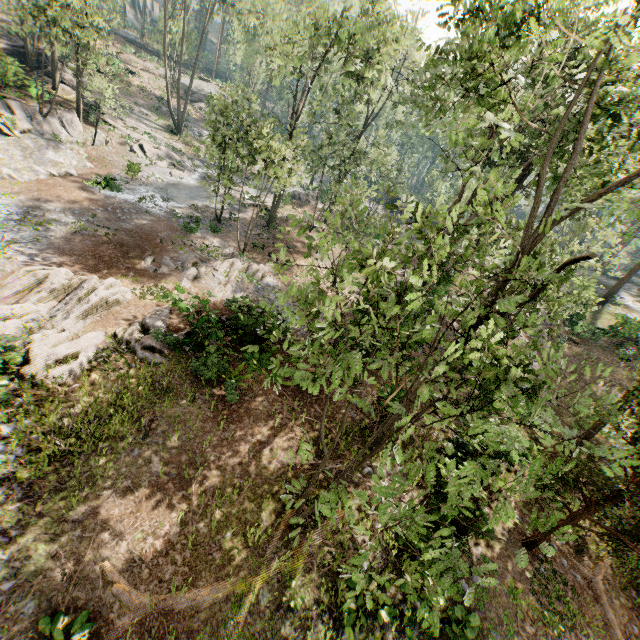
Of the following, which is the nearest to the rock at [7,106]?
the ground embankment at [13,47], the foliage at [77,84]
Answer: the foliage at [77,84]

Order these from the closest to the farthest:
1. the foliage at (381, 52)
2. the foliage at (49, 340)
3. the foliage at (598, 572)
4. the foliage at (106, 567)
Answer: the foliage at (381, 52)
the foliage at (106, 567)
the foliage at (598, 572)
the foliage at (49, 340)

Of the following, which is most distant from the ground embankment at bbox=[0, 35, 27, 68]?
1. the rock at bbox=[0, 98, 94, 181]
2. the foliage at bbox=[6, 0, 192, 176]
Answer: the rock at bbox=[0, 98, 94, 181]

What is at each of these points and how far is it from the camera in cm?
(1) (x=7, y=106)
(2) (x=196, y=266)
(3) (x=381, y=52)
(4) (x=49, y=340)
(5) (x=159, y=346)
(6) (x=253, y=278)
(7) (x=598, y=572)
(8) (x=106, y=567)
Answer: (1) rock, 2241
(2) foliage, 2042
(3) foliage, 2164
(4) foliage, 1153
(5) foliage, 1351
(6) foliage, 2136
(7) foliage, 1123
(8) foliage, 741

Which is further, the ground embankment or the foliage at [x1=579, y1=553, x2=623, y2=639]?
the ground embankment

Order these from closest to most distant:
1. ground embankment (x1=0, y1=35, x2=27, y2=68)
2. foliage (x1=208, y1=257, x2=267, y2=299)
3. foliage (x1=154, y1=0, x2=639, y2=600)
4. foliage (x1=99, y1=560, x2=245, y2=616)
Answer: foliage (x1=154, y1=0, x2=639, y2=600) < foliage (x1=99, y1=560, x2=245, y2=616) < foliage (x1=208, y1=257, x2=267, y2=299) < ground embankment (x1=0, y1=35, x2=27, y2=68)

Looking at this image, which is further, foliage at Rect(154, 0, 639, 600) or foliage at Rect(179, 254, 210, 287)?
foliage at Rect(179, 254, 210, 287)
